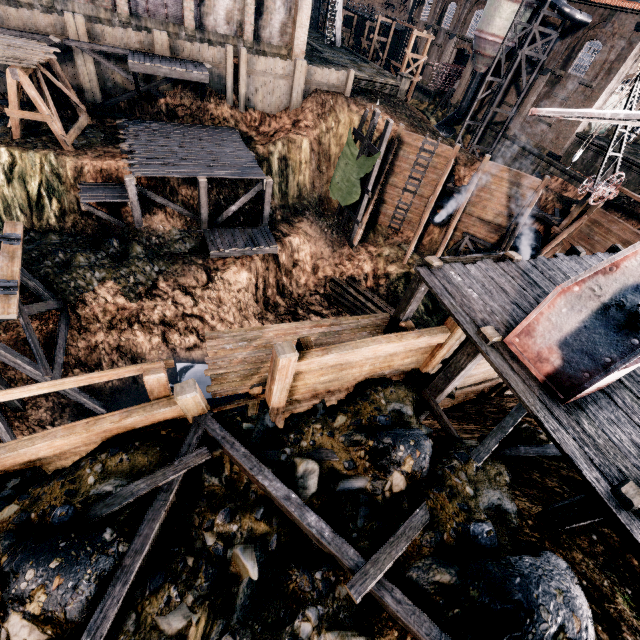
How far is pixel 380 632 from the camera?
4.7m

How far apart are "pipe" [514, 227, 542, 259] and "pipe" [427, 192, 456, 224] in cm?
585

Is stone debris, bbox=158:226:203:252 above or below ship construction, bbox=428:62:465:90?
below

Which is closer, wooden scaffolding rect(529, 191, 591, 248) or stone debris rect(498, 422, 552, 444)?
stone debris rect(498, 422, 552, 444)

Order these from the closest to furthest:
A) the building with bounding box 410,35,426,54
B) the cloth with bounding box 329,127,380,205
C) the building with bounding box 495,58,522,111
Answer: the cloth with bounding box 329,127,380,205
the building with bounding box 495,58,522,111
the building with bounding box 410,35,426,54

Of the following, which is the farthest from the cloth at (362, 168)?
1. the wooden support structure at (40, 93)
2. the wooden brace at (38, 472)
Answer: the wooden brace at (38, 472)

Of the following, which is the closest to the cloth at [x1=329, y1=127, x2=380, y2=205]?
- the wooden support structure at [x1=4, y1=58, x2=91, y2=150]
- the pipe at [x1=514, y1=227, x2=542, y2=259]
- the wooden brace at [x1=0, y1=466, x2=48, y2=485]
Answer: the pipe at [x1=514, y1=227, x2=542, y2=259]

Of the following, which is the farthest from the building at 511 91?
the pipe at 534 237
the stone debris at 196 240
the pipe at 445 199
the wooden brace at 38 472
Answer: the wooden brace at 38 472
